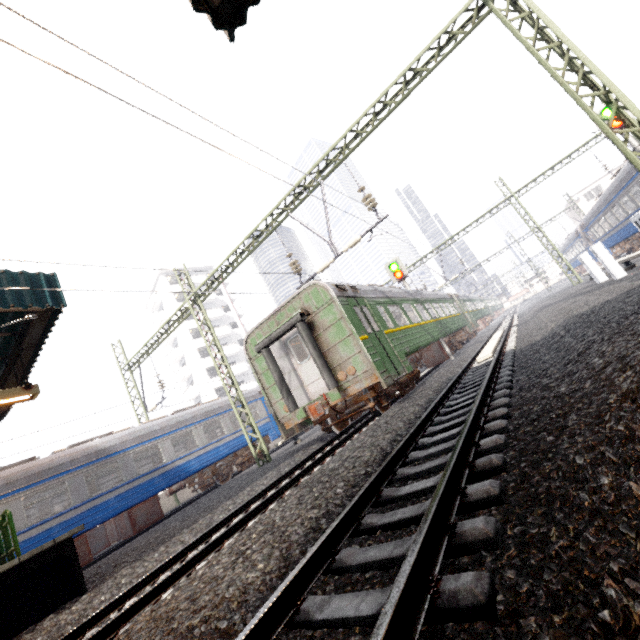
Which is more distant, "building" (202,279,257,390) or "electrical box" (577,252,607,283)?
"building" (202,279,257,390)

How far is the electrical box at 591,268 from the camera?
13.74m

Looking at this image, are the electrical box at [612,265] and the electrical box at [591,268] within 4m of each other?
yes

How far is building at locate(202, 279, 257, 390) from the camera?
44.8m

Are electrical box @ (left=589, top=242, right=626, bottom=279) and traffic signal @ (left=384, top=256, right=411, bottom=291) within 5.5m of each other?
no

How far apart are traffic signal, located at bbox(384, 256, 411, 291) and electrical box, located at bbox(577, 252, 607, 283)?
6.4 meters

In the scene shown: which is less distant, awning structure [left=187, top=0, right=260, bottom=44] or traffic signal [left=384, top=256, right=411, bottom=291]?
awning structure [left=187, top=0, right=260, bottom=44]

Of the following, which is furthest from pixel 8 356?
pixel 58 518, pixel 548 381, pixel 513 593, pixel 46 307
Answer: pixel 548 381
